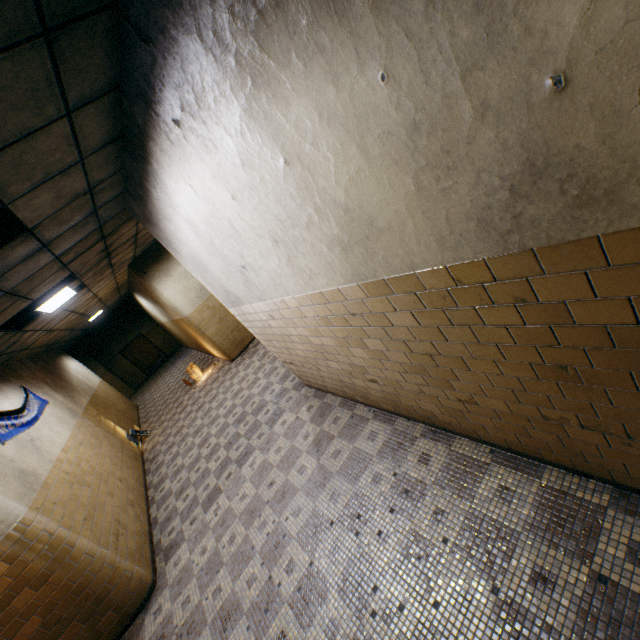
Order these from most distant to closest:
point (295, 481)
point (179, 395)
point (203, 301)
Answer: point (179, 395)
point (203, 301)
point (295, 481)

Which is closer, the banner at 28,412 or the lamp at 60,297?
the banner at 28,412

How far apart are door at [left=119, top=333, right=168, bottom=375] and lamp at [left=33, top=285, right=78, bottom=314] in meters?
13.6

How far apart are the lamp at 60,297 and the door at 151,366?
13.63m

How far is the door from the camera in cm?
1895

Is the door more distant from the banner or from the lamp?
the lamp

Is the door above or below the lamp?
below

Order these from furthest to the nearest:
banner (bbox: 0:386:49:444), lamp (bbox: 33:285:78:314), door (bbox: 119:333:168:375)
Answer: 1. door (bbox: 119:333:168:375)
2. lamp (bbox: 33:285:78:314)
3. banner (bbox: 0:386:49:444)
